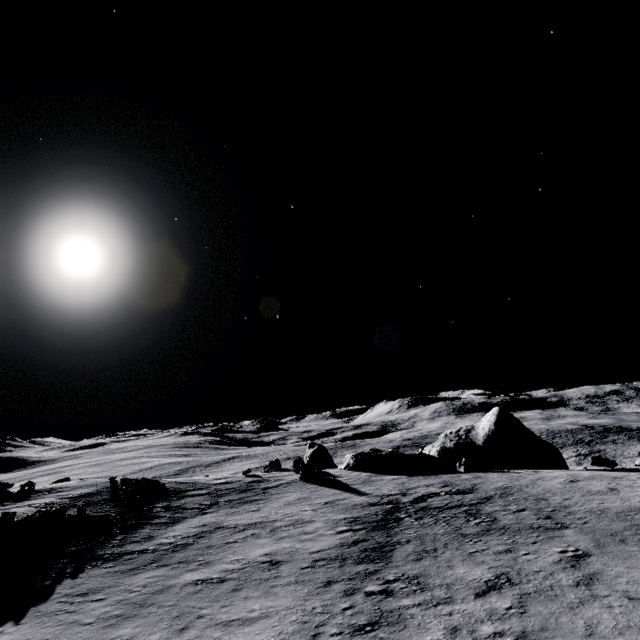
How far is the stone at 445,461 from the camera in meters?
30.7 m

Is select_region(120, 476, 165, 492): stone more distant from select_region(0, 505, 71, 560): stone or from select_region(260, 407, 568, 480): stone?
select_region(260, 407, 568, 480): stone

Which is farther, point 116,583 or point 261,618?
point 116,583

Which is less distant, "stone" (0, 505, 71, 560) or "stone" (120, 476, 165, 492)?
"stone" (0, 505, 71, 560)

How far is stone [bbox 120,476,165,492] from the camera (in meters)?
24.81

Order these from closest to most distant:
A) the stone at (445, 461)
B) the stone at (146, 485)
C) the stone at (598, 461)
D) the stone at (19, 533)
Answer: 1. the stone at (19, 533)
2. the stone at (146, 485)
3. the stone at (598, 461)
4. the stone at (445, 461)

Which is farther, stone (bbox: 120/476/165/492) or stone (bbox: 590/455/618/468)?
stone (bbox: 590/455/618/468)

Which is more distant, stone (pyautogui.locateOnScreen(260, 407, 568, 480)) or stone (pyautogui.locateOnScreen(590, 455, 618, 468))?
stone (pyautogui.locateOnScreen(260, 407, 568, 480))
